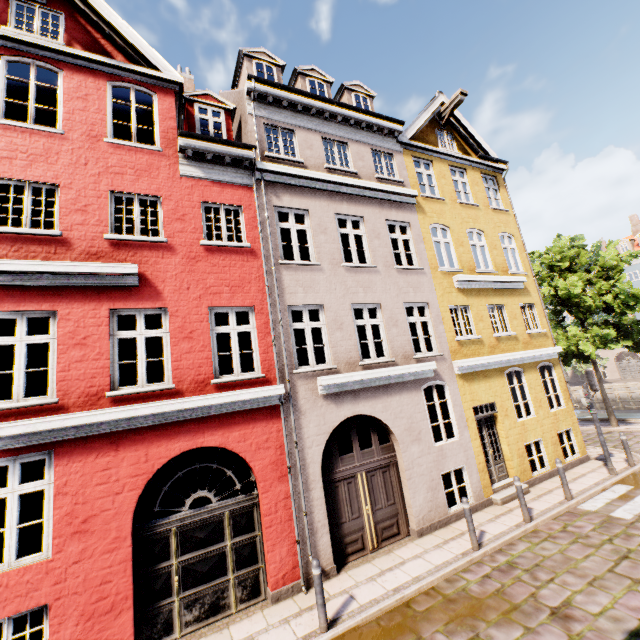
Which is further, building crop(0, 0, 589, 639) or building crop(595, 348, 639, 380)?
building crop(595, 348, 639, 380)

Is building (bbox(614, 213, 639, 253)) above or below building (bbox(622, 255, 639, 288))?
above

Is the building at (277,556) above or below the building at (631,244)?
below

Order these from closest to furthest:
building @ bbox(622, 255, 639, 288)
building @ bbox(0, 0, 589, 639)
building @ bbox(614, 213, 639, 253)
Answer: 1. building @ bbox(0, 0, 589, 639)
2. building @ bbox(622, 255, 639, 288)
3. building @ bbox(614, 213, 639, 253)

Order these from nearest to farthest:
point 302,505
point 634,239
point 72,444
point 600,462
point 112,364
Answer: point 72,444 < point 112,364 < point 302,505 < point 600,462 < point 634,239
